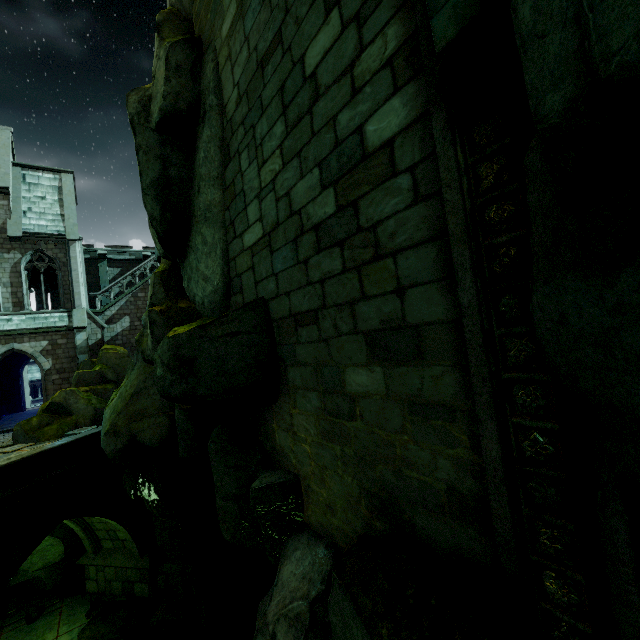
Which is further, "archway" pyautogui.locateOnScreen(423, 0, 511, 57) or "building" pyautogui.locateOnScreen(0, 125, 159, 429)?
"building" pyautogui.locateOnScreen(0, 125, 159, 429)

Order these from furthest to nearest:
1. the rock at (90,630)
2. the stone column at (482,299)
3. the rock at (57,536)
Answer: the rock at (57,536) < the rock at (90,630) < the stone column at (482,299)

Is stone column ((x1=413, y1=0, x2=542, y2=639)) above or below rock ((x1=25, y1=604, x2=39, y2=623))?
above

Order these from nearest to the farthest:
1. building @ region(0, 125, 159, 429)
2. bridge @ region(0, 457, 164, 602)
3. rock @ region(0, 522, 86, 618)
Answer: bridge @ region(0, 457, 164, 602) < rock @ region(0, 522, 86, 618) < building @ region(0, 125, 159, 429)

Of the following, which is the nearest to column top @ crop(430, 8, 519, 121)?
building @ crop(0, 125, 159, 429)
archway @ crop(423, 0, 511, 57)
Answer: archway @ crop(423, 0, 511, 57)

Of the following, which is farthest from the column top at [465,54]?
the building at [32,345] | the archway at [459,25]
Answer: the building at [32,345]

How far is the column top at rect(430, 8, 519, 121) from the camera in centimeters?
246cm

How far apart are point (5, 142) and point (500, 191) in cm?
3329
